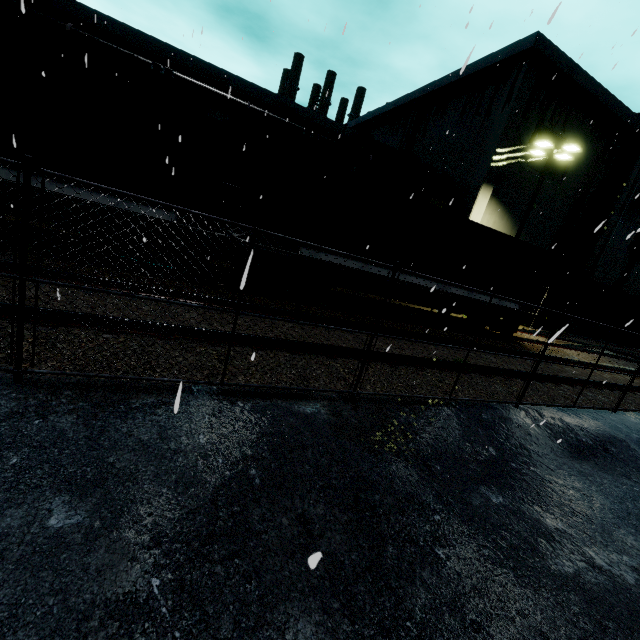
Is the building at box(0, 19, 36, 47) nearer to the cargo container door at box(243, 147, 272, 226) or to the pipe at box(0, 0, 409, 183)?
the pipe at box(0, 0, 409, 183)

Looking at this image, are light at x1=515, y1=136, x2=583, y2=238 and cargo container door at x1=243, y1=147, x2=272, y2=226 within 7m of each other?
no

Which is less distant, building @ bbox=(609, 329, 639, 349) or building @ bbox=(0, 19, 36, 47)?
building @ bbox=(0, 19, 36, 47)

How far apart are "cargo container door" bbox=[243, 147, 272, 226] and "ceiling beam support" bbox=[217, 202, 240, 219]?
5.3m

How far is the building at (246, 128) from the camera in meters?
16.2

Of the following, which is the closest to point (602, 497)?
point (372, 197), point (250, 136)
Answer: point (372, 197)

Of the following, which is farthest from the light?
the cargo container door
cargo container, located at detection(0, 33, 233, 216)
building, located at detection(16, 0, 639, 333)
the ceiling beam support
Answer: the cargo container door
